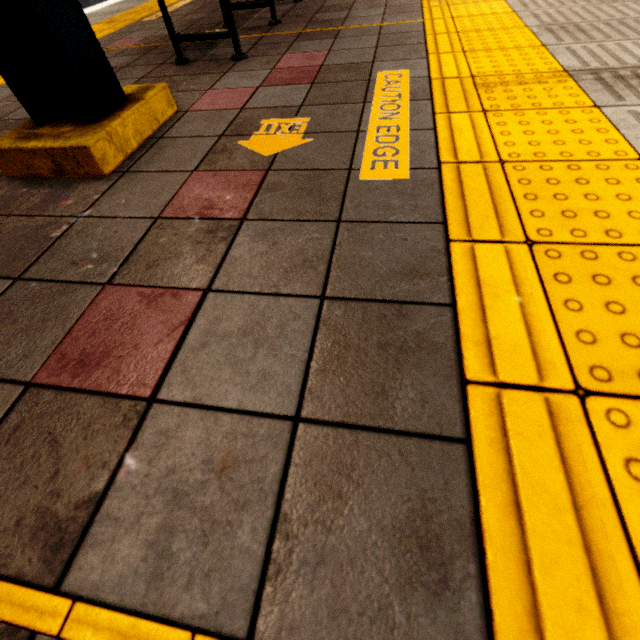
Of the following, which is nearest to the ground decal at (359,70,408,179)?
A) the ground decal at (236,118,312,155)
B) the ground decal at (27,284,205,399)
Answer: the ground decal at (236,118,312,155)

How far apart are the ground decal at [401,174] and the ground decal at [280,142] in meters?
Answer: 0.3

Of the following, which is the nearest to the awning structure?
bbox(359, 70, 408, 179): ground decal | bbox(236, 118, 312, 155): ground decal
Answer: bbox(236, 118, 312, 155): ground decal

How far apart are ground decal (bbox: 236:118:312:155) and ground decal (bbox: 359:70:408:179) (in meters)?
0.34

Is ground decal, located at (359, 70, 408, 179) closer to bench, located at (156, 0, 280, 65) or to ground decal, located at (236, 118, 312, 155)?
ground decal, located at (236, 118, 312, 155)

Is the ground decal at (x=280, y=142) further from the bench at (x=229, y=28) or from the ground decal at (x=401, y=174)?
the bench at (x=229, y=28)

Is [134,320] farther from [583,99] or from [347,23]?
[347,23]

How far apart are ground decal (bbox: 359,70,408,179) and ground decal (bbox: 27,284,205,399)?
0.9 meters
